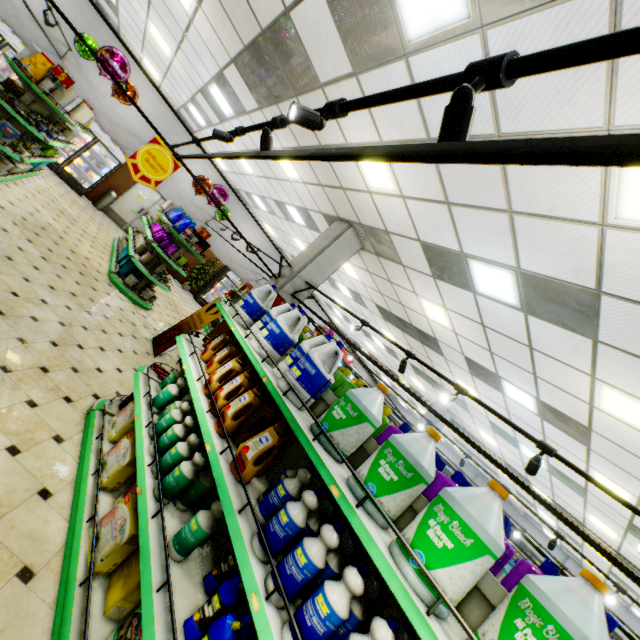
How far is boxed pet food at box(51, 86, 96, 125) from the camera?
6.3m

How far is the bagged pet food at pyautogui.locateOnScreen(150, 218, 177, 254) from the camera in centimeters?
798cm

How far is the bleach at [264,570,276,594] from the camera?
1.52m

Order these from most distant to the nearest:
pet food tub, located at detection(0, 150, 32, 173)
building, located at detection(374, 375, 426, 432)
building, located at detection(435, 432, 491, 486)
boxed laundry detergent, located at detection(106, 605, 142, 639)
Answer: building, located at detection(435, 432, 491, 486), building, located at detection(374, 375, 426, 432), pet food tub, located at detection(0, 150, 32, 173), boxed laundry detergent, located at detection(106, 605, 142, 639)

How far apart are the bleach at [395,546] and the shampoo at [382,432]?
0.84m

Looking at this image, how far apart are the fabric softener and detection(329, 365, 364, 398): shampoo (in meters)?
0.55

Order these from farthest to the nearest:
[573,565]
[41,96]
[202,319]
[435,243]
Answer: [573,565] < [202,319] < [41,96] < [435,243]

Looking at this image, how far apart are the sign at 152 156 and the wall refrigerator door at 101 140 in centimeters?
883cm
